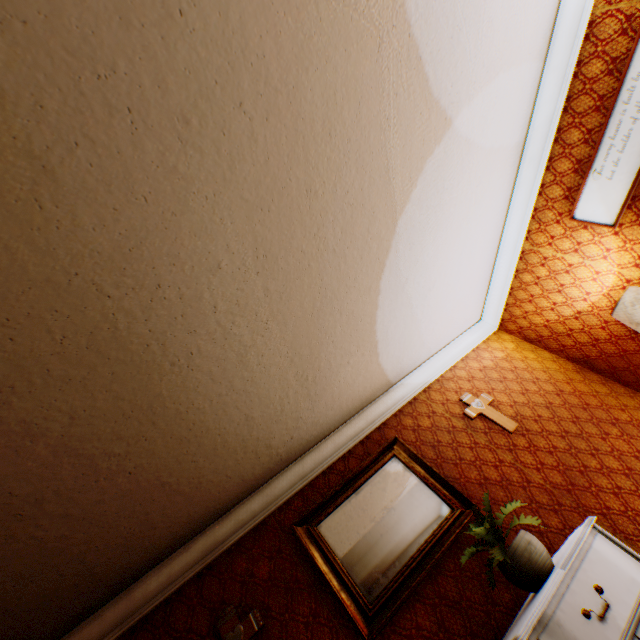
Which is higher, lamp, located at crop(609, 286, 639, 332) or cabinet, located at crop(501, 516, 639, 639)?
lamp, located at crop(609, 286, 639, 332)

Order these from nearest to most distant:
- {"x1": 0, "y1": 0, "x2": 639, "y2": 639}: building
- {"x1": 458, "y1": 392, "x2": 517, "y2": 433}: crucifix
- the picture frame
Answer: {"x1": 0, "y1": 0, "x2": 639, "y2": 639}: building
the picture frame
{"x1": 458, "y1": 392, "x2": 517, "y2": 433}: crucifix

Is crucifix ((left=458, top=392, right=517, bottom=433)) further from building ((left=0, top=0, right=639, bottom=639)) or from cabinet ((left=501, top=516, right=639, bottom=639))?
cabinet ((left=501, top=516, right=639, bottom=639))

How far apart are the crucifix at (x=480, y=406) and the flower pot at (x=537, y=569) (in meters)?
1.34

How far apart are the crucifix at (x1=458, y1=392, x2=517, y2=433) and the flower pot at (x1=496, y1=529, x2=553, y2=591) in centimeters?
134cm

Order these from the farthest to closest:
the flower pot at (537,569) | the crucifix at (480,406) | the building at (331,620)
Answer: the crucifix at (480,406) → the flower pot at (537,569) → the building at (331,620)

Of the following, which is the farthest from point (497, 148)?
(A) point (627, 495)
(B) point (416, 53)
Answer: (A) point (627, 495)

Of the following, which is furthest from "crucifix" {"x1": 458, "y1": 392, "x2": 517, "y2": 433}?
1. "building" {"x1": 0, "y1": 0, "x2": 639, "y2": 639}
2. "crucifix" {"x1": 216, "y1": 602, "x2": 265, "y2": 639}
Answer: "crucifix" {"x1": 216, "y1": 602, "x2": 265, "y2": 639}
